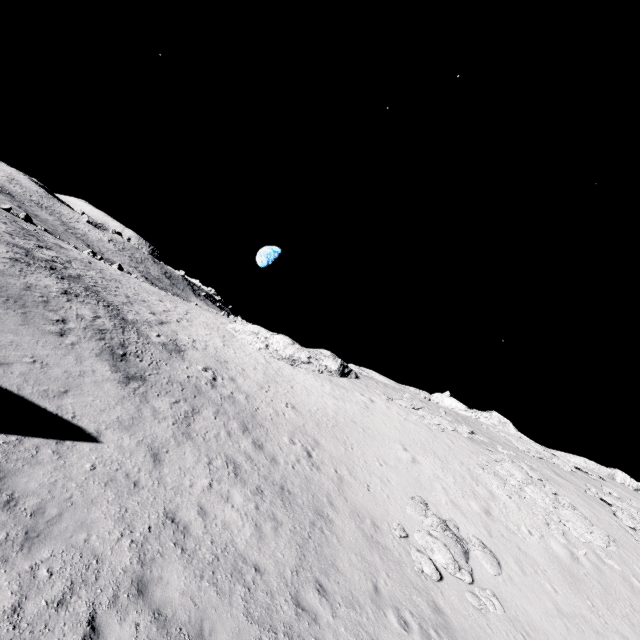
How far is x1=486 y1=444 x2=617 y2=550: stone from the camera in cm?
1900

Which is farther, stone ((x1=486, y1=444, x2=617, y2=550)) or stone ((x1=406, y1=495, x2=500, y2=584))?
stone ((x1=486, y1=444, x2=617, y2=550))

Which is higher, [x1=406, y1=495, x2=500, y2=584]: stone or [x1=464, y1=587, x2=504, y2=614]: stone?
[x1=406, y1=495, x2=500, y2=584]: stone

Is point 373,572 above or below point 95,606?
above

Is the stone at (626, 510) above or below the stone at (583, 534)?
above

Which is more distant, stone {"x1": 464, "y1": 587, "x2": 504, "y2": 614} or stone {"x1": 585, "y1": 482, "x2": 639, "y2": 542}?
stone {"x1": 585, "y1": 482, "x2": 639, "y2": 542}

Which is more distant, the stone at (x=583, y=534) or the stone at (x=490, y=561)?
the stone at (x=583, y=534)
